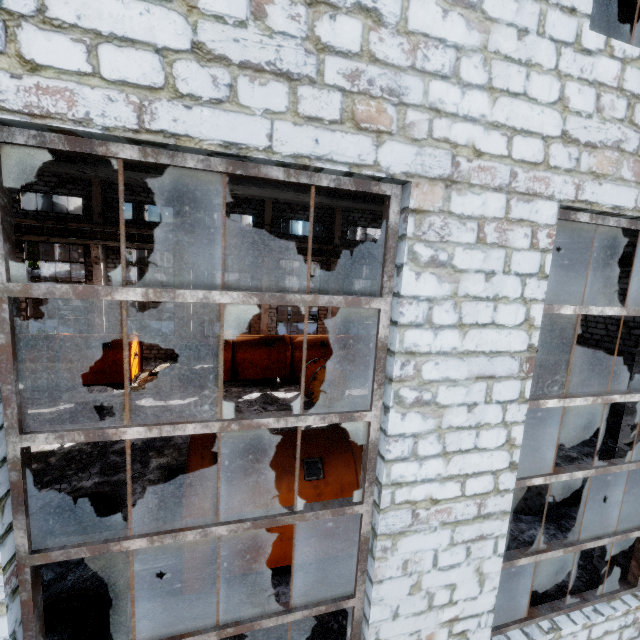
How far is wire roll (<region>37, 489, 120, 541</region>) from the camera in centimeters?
623cm

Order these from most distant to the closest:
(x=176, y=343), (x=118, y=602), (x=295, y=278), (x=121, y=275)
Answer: (x=295, y=278) → (x=176, y=343) → (x=121, y=275) → (x=118, y=602)

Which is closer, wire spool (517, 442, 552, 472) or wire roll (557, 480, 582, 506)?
wire spool (517, 442, 552, 472)

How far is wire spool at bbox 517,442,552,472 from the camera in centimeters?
774cm

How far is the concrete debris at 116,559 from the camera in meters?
6.1

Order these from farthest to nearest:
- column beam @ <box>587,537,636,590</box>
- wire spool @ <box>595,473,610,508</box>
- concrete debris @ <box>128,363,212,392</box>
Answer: concrete debris @ <box>128,363,212,392</box> < wire spool @ <box>595,473,610,508</box> < column beam @ <box>587,537,636,590</box>

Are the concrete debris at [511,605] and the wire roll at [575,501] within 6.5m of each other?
yes

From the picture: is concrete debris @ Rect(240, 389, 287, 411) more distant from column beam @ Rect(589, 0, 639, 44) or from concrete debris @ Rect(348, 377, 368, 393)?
column beam @ Rect(589, 0, 639, 44)
